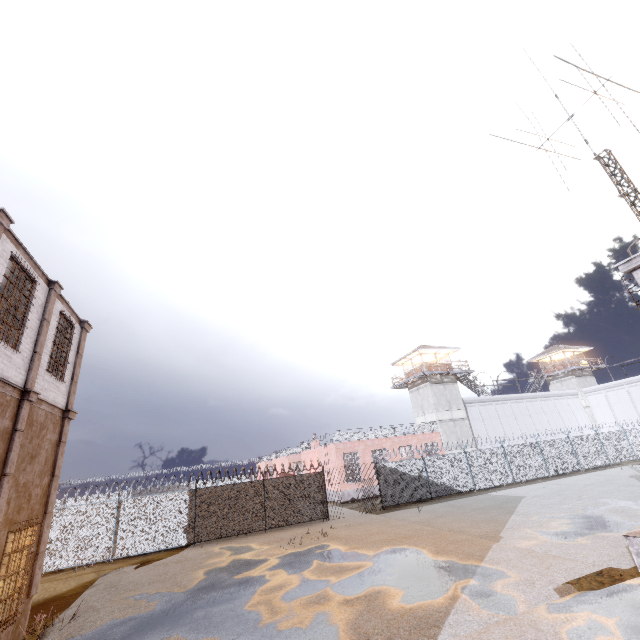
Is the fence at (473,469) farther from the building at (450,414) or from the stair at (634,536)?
the stair at (634,536)

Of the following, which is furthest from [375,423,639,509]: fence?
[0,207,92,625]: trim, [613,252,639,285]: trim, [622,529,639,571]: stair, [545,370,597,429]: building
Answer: [613,252,639,285]: trim

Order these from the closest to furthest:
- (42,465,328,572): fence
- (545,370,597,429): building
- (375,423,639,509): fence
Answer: (42,465,328,572): fence < (375,423,639,509): fence < (545,370,597,429): building

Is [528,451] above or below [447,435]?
below

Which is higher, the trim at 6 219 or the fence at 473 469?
the trim at 6 219

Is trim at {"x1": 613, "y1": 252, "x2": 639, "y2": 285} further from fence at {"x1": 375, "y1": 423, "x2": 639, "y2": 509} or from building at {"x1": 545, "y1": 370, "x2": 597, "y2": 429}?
building at {"x1": 545, "y1": 370, "x2": 597, "y2": 429}

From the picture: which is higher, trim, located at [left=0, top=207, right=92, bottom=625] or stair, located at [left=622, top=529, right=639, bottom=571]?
trim, located at [left=0, top=207, right=92, bottom=625]

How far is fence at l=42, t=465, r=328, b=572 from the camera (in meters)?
16.50
